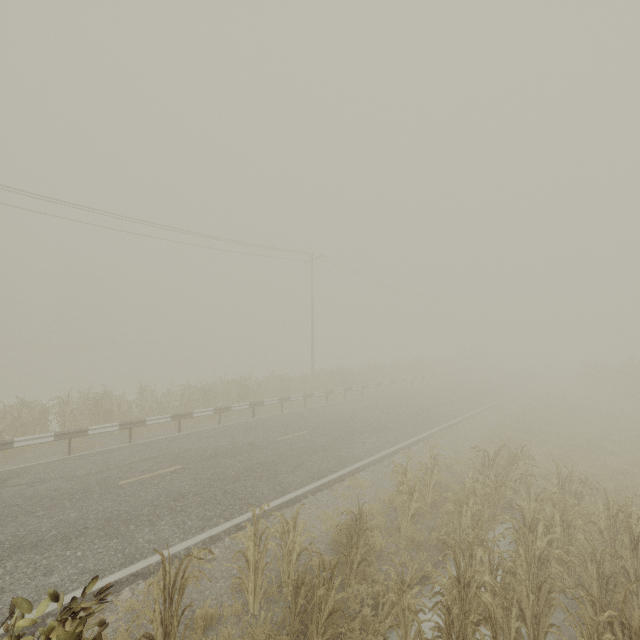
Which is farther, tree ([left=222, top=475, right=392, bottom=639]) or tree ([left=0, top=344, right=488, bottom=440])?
tree ([left=0, top=344, right=488, bottom=440])

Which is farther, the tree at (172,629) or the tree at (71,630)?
the tree at (172,629)

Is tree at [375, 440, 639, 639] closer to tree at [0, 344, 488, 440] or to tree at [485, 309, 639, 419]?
tree at [0, 344, 488, 440]

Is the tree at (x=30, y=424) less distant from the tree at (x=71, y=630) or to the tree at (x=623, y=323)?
the tree at (x=71, y=630)

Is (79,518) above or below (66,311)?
below

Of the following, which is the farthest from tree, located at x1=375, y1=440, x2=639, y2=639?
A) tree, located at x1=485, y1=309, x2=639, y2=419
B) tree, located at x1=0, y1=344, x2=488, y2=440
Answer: tree, located at x1=485, y1=309, x2=639, y2=419
